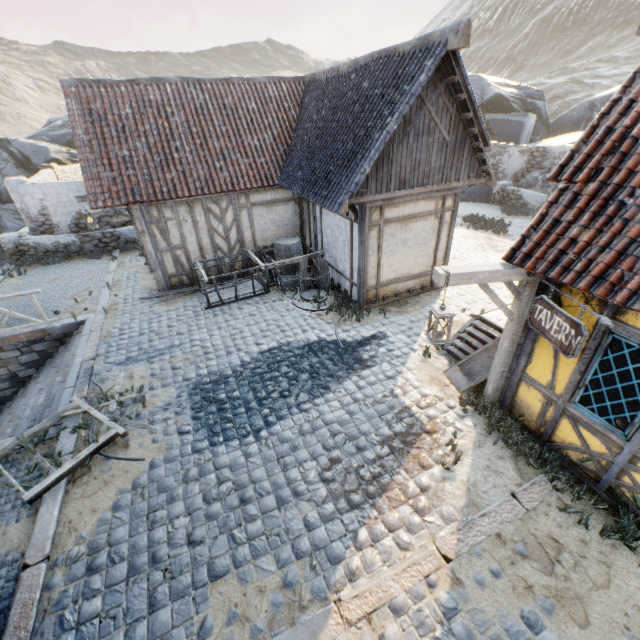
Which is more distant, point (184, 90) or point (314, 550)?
point (184, 90)

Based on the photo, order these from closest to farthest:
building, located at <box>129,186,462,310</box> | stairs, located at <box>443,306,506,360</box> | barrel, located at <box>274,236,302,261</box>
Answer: stairs, located at <box>443,306,506,360</box> → building, located at <box>129,186,462,310</box> → barrel, located at <box>274,236,302,261</box>

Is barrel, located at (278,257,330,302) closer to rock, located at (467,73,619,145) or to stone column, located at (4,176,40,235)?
rock, located at (467,73,619,145)

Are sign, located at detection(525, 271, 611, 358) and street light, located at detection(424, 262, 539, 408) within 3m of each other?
yes

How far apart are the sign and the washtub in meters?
2.0

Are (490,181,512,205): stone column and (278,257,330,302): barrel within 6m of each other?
no

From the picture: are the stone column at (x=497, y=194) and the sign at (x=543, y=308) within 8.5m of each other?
no

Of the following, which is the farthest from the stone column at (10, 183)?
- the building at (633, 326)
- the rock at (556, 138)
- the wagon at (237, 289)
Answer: the building at (633, 326)
